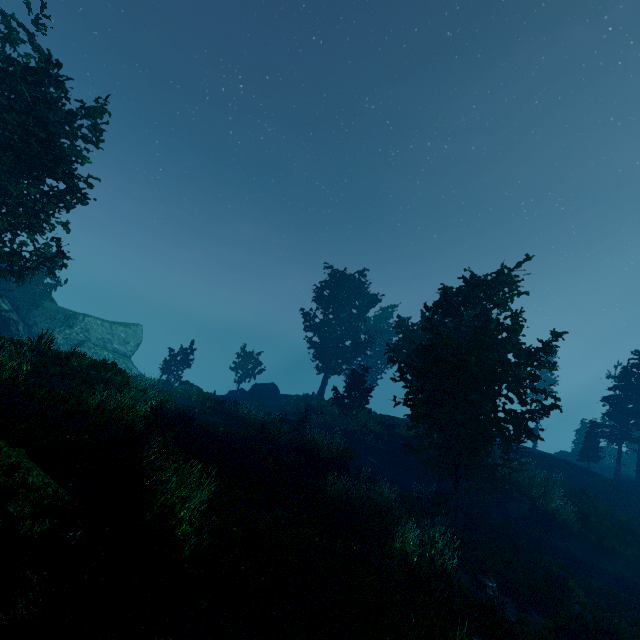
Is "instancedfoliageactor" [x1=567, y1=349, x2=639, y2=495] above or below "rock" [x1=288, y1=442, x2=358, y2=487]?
above

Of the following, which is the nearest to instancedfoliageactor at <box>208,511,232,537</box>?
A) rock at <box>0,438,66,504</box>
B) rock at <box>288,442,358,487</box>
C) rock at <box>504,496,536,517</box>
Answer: rock at <box>0,438,66,504</box>

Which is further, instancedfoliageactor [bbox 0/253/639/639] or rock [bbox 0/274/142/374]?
rock [bbox 0/274/142/374]

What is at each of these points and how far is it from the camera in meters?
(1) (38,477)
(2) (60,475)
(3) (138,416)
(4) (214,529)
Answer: (1) rock, 5.8 m
(2) instancedfoliageactor, 6.3 m
(3) instancedfoliageactor, 11.5 m
(4) instancedfoliageactor, 7.8 m

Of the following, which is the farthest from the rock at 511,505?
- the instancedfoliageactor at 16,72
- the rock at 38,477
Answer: the rock at 38,477

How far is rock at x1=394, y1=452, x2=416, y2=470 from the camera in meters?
23.8 m

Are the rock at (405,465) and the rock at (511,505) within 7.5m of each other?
yes

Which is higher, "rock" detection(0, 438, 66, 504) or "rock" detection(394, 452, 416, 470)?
"rock" detection(0, 438, 66, 504)
